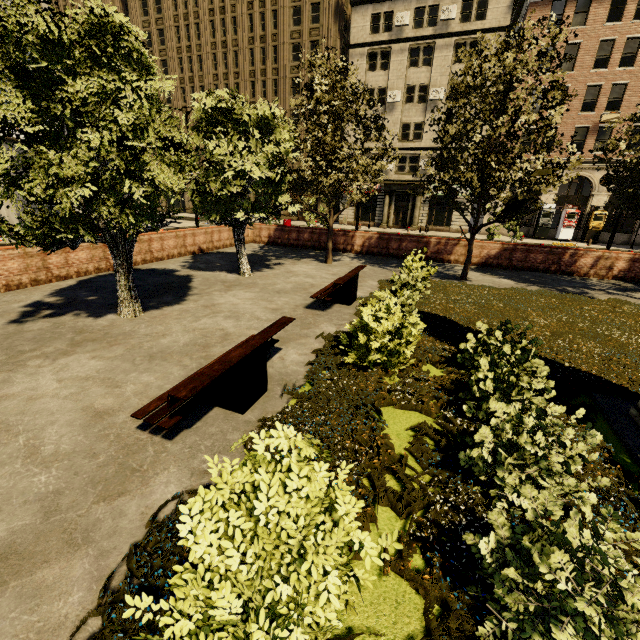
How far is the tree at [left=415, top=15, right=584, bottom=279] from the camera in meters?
9.7

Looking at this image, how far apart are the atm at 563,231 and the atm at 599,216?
0.9 meters

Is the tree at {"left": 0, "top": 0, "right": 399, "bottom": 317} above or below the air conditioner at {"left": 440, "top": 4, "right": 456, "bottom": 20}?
below

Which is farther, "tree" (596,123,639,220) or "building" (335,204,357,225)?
"building" (335,204,357,225)

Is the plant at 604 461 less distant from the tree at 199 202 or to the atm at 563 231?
the tree at 199 202

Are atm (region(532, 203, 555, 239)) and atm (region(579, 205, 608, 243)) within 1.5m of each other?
no

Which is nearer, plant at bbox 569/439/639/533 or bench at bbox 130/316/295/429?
plant at bbox 569/439/639/533

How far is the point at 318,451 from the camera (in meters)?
2.14
